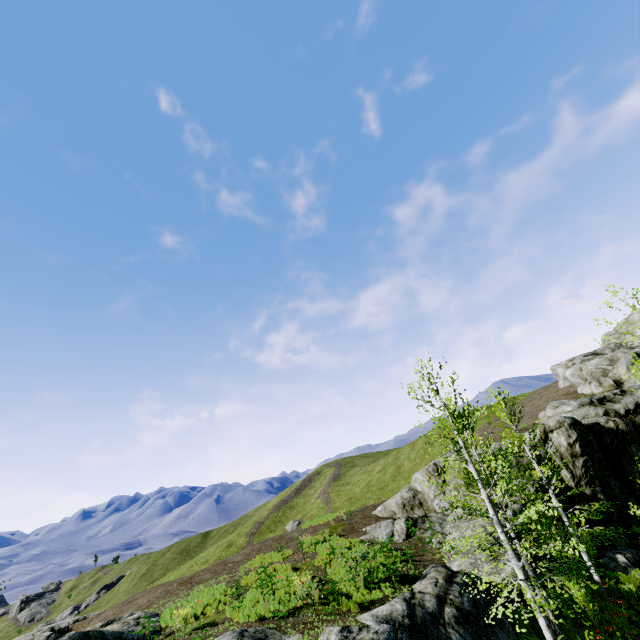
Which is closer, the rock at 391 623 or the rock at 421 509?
the rock at 391 623

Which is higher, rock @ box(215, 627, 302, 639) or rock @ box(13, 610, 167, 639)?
rock @ box(13, 610, 167, 639)

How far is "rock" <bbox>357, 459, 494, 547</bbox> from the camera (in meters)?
18.80

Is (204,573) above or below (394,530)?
above

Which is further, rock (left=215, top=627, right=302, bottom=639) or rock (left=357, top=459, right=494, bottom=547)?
rock (left=357, top=459, right=494, bottom=547)

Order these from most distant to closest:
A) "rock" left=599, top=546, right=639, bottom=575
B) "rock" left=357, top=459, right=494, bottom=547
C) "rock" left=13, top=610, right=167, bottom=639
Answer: "rock" left=357, top=459, right=494, bottom=547 < "rock" left=599, top=546, right=639, bottom=575 < "rock" left=13, top=610, right=167, bottom=639

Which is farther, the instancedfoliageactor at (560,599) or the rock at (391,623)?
the instancedfoliageactor at (560,599)
